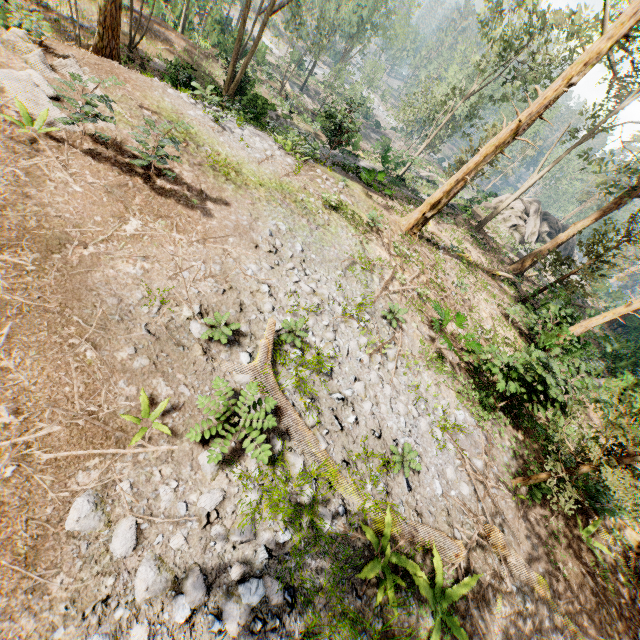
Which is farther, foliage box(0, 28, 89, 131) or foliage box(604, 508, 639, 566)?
foliage box(604, 508, 639, 566)

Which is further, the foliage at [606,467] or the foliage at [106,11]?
the foliage at [106,11]

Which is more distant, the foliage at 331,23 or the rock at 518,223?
the rock at 518,223

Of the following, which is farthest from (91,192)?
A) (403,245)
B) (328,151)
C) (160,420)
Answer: (328,151)

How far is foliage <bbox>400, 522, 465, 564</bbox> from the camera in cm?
662

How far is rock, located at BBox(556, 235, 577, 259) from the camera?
48.3 meters

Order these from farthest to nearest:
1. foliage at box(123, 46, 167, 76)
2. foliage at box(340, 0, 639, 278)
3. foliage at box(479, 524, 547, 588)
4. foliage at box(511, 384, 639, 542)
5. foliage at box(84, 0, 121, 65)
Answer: foliage at box(123, 46, 167, 76), foliage at box(84, 0, 121, 65), foliage at box(340, 0, 639, 278), foliage at box(479, 524, 547, 588), foliage at box(511, 384, 639, 542)

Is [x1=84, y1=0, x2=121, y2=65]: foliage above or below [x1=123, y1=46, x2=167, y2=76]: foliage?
above
